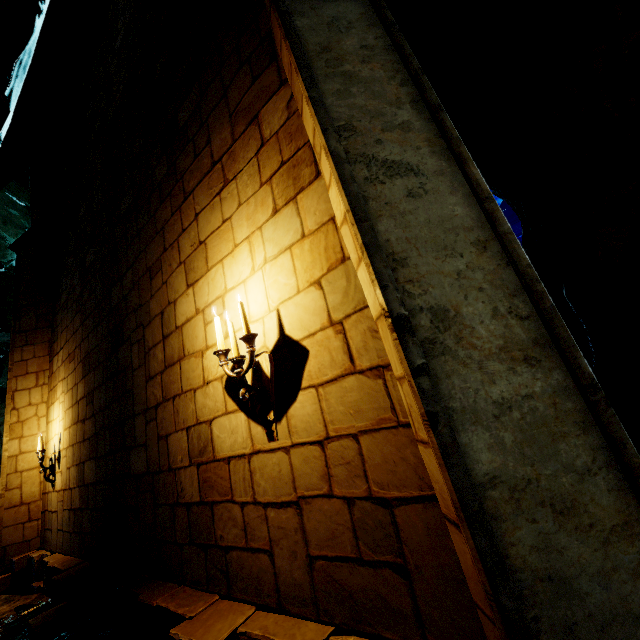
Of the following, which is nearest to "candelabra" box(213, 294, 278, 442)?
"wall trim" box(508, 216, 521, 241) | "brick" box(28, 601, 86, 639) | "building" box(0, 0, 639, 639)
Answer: "building" box(0, 0, 639, 639)

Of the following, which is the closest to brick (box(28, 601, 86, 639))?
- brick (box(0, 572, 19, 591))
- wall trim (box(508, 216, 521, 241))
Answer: brick (box(0, 572, 19, 591))

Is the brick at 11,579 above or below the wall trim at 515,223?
below

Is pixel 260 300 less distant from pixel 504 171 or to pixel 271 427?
pixel 271 427

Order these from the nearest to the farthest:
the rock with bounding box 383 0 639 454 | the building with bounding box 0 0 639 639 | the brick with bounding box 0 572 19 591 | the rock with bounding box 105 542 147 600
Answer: the building with bounding box 0 0 639 639 → the rock with bounding box 383 0 639 454 → the rock with bounding box 105 542 147 600 → the brick with bounding box 0 572 19 591

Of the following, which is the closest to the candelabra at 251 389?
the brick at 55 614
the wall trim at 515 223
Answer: the brick at 55 614

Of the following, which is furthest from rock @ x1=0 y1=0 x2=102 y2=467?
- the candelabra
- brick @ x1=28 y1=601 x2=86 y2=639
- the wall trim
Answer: the wall trim

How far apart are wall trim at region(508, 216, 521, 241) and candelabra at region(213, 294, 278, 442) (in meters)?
Result: 19.65
